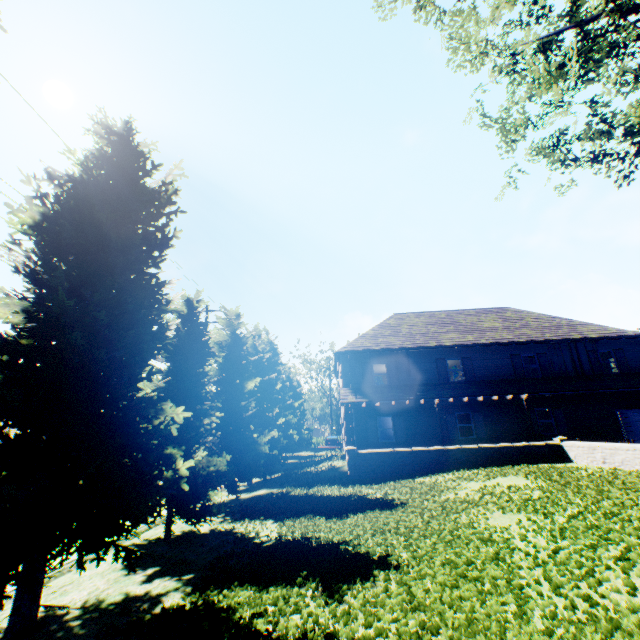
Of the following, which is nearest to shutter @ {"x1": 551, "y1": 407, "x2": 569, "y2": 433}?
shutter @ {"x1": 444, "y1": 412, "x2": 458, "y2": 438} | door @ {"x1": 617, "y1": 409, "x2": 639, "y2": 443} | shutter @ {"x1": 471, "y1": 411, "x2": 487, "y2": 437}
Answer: door @ {"x1": 617, "y1": 409, "x2": 639, "y2": 443}

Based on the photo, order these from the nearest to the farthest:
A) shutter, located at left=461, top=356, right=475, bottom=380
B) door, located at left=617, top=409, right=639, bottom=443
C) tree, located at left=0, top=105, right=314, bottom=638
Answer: tree, located at left=0, top=105, right=314, bottom=638
door, located at left=617, top=409, right=639, bottom=443
shutter, located at left=461, top=356, right=475, bottom=380

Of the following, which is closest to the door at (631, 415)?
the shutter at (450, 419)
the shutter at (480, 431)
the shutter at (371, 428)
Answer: the shutter at (480, 431)

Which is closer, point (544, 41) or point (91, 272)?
point (91, 272)

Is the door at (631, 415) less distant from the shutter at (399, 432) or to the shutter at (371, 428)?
the shutter at (399, 432)

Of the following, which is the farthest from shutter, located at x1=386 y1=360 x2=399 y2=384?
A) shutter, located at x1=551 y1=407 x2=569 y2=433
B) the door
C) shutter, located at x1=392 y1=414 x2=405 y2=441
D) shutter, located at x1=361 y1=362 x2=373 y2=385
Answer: the door

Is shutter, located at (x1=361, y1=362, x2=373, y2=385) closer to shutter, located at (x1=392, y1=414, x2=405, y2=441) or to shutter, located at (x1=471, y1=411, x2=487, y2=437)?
shutter, located at (x1=392, y1=414, x2=405, y2=441)

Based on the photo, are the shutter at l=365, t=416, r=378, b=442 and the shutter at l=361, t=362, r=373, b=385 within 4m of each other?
yes
